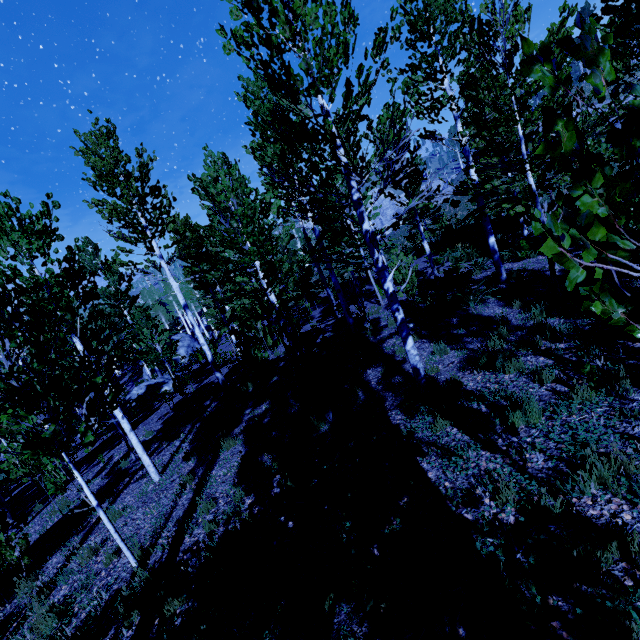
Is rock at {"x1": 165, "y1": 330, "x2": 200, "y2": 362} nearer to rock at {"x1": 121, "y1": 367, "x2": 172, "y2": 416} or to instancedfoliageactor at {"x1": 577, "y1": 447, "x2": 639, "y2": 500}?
instancedfoliageactor at {"x1": 577, "y1": 447, "x2": 639, "y2": 500}

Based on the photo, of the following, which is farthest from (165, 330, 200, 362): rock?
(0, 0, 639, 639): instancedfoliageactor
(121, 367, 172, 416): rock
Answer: (121, 367, 172, 416): rock

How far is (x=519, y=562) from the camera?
2.7m

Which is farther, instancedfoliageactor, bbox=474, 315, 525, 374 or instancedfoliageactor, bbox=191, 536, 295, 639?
instancedfoliageactor, bbox=474, 315, 525, 374

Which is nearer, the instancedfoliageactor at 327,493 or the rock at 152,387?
the instancedfoliageactor at 327,493

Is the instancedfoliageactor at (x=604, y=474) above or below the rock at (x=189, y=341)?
above
